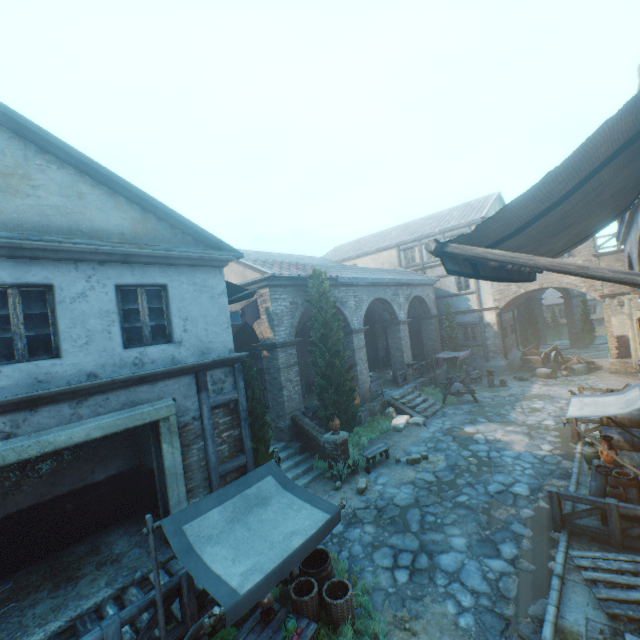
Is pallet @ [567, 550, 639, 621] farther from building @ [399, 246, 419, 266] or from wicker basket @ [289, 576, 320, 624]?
building @ [399, 246, 419, 266]

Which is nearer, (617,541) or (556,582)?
(556,582)

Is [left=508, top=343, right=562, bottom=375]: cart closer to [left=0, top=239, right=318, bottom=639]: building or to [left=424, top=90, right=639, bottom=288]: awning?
[left=0, top=239, right=318, bottom=639]: building

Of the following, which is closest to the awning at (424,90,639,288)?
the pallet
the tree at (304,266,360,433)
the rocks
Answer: the pallet

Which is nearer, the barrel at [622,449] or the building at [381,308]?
the barrel at [622,449]

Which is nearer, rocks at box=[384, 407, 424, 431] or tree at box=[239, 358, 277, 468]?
tree at box=[239, 358, 277, 468]

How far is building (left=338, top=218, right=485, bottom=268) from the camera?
24.9m

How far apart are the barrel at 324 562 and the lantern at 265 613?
0.7m
